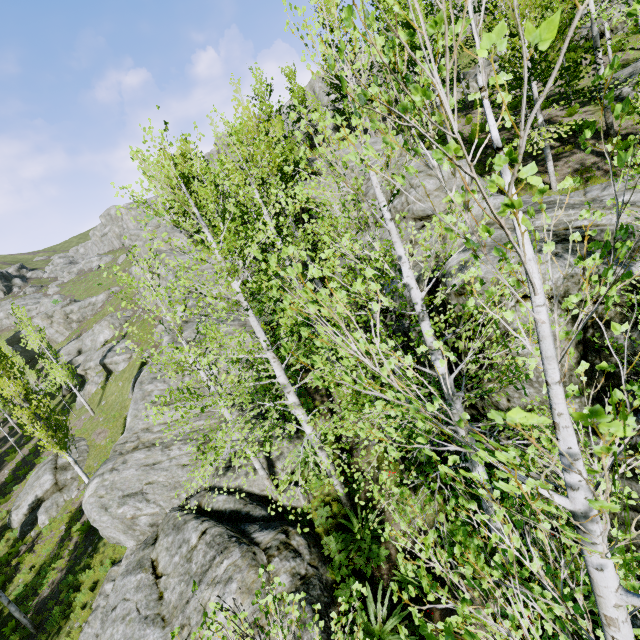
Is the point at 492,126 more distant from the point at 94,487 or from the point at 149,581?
the point at 94,487

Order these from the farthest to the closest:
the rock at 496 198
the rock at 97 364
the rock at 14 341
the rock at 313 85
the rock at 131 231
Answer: the rock at 313 85 → the rock at 14 341 → the rock at 97 364 → the rock at 131 231 → the rock at 496 198

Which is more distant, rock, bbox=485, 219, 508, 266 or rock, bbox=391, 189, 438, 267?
rock, bbox=391, 189, 438, 267

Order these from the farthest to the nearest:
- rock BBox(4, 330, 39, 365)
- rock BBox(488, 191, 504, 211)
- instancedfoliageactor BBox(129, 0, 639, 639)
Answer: rock BBox(4, 330, 39, 365)
rock BBox(488, 191, 504, 211)
instancedfoliageactor BBox(129, 0, 639, 639)

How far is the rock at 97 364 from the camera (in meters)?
28.83

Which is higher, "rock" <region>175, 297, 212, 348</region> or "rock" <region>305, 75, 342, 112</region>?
"rock" <region>305, 75, 342, 112</region>

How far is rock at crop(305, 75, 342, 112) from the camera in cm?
4544
